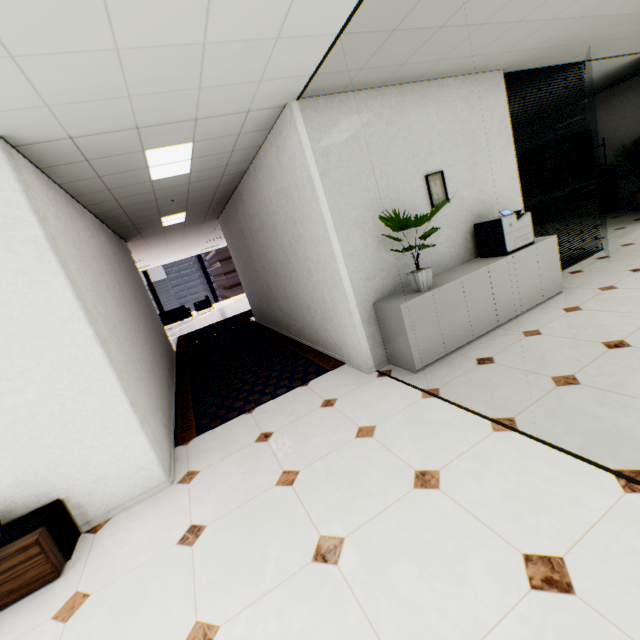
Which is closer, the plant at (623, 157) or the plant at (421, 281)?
the plant at (421, 281)

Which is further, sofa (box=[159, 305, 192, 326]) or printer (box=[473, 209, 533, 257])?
sofa (box=[159, 305, 192, 326])

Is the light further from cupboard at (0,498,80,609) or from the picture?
cupboard at (0,498,80,609)

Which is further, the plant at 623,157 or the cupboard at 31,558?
the plant at 623,157

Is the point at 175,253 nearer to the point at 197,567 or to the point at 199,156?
the point at 199,156

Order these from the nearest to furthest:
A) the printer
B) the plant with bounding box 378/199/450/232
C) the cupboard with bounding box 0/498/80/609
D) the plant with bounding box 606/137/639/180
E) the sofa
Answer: the cupboard with bounding box 0/498/80/609
the plant with bounding box 378/199/450/232
the printer
the plant with bounding box 606/137/639/180
the sofa

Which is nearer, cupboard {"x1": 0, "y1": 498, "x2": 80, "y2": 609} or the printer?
cupboard {"x1": 0, "y1": 498, "x2": 80, "y2": 609}

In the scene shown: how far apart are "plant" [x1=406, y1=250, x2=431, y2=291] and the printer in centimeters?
90cm
